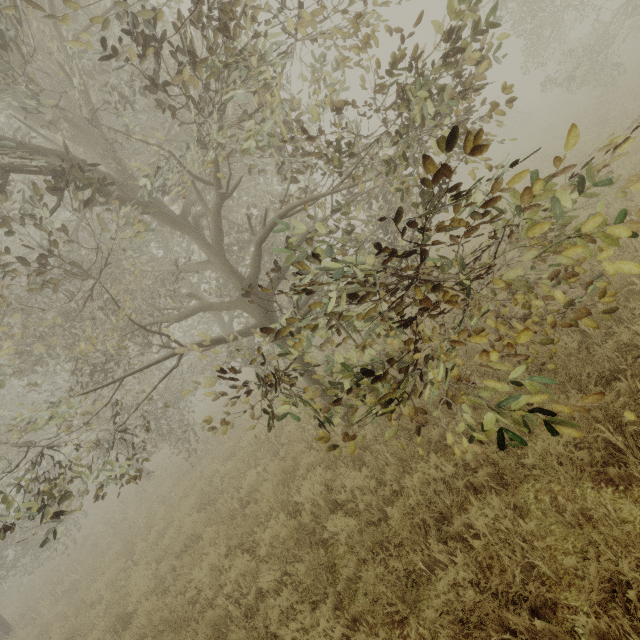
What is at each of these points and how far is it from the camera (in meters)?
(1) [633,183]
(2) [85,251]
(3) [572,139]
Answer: (1) tree, 2.12
(2) tree, 12.12
(3) tree, 1.74

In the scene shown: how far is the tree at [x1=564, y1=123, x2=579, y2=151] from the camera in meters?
1.7

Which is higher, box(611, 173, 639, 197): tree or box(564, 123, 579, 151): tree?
box(564, 123, 579, 151): tree

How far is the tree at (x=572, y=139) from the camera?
1.7m

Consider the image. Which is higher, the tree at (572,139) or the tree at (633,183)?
the tree at (572,139)

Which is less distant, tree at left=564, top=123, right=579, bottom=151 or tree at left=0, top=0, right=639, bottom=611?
tree at left=564, top=123, right=579, bottom=151
